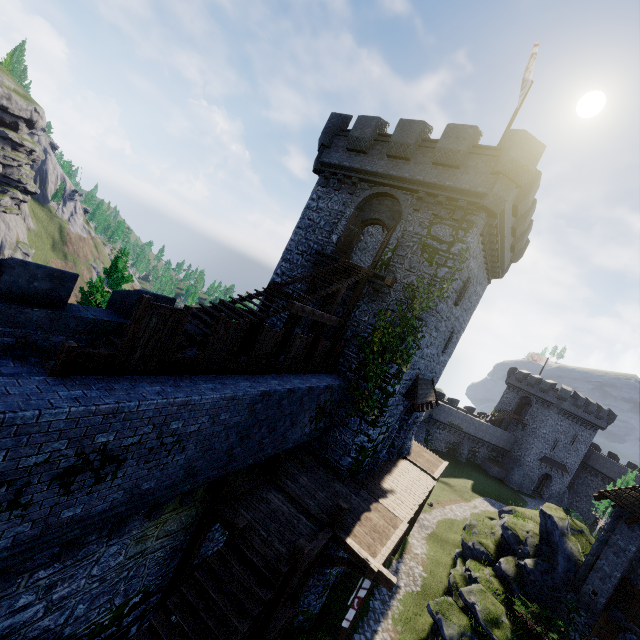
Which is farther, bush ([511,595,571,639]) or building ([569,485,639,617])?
building ([569,485,639,617])

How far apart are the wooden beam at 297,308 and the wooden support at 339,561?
7.5 meters

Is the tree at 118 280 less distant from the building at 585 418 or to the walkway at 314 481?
the walkway at 314 481

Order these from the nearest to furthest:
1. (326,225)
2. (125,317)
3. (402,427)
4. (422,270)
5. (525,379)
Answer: (125,317) → (422,270) → (326,225) → (402,427) → (525,379)

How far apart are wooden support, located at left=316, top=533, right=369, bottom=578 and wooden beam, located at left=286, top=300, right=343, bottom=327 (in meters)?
7.46

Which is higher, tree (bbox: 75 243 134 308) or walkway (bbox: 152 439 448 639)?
tree (bbox: 75 243 134 308)

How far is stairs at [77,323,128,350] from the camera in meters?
8.2
